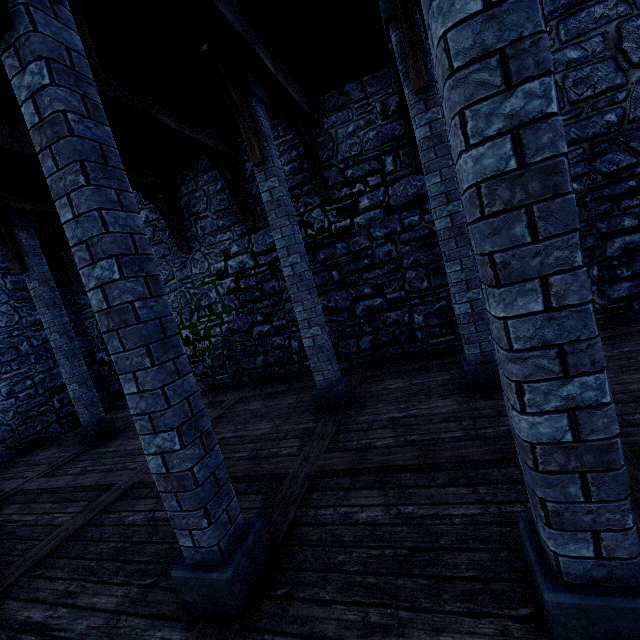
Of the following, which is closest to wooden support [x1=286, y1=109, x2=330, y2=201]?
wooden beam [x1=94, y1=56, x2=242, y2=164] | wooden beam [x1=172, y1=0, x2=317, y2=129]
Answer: wooden beam [x1=172, y1=0, x2=317, y2=129]

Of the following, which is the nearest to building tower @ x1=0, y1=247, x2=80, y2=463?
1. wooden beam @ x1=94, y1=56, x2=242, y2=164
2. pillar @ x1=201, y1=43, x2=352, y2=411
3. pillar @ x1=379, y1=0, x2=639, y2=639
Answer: wooden beam @ x1=94, y1=56, x2=242, y2=164

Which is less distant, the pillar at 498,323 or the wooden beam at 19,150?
the pillar at 498,323

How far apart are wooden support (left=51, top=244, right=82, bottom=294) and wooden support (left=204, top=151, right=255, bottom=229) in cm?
624

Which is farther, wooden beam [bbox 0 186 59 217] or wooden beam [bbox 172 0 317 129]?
wooden beam [bbox 0 186 59 217]

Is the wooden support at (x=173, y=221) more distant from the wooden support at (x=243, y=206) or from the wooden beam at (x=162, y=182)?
the wooden support at (x=243, y=206)

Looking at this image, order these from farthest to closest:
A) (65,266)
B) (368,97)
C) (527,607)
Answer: (65,266) → (368,97) → (527,607)
